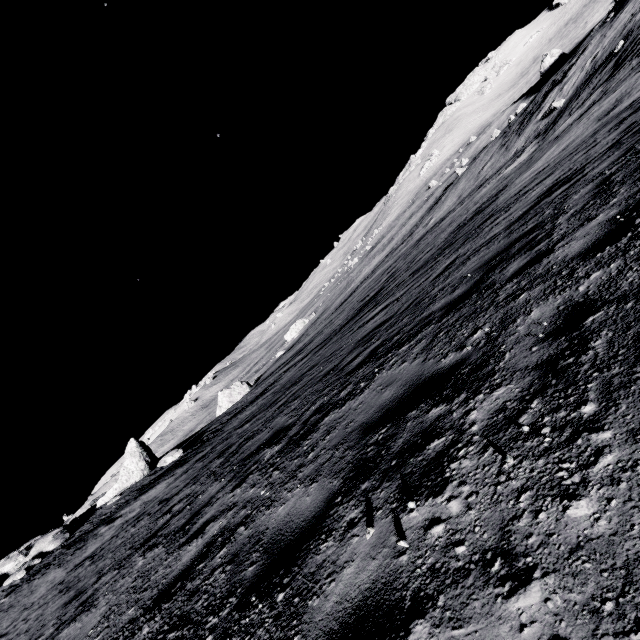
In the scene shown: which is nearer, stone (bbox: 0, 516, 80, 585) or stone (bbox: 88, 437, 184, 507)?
stone (bbox: 0, 516, 80, 585)

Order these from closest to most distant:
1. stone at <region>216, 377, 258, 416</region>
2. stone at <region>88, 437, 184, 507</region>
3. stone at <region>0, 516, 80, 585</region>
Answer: stone at <region>0, 516, 80, 585</region>
stone at <region>88, 437, 184, 507</region>
stone at <region>216, 377, 258, 416</region>

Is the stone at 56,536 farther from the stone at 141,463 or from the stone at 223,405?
the stone at 223,405

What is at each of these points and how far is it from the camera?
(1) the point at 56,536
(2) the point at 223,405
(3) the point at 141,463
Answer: (1) stone, 14.90m
(2) stone, 41.19m
(3) stone, 17.86m

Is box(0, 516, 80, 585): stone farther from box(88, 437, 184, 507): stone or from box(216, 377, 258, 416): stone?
box(216, 377, 258, 416): stone

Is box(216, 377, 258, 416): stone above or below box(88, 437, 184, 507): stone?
below

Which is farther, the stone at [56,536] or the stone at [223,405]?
the stone at [223,405]
